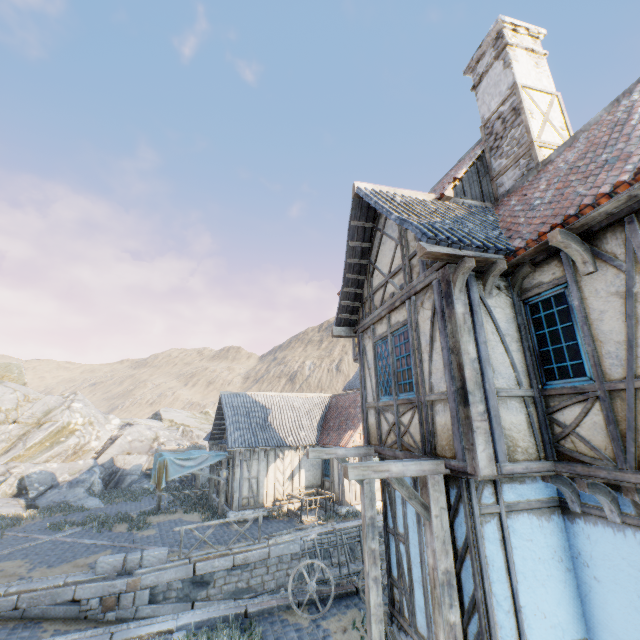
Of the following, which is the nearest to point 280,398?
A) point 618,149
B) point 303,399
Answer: point 303,399

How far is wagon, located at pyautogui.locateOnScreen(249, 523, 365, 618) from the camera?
8.2m

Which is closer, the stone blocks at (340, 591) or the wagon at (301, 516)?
the stone blocks at (340, 591)

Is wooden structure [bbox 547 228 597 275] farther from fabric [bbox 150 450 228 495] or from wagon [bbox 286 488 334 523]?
fabric [bbox 150 450 228 495]

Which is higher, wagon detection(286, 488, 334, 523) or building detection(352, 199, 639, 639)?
building detection(352, 199, 639, 639)

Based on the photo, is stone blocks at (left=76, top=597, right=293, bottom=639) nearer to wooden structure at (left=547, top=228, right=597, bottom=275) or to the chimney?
the chimney

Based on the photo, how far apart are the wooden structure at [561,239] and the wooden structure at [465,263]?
0.9m

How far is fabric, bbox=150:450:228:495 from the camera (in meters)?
15.42
